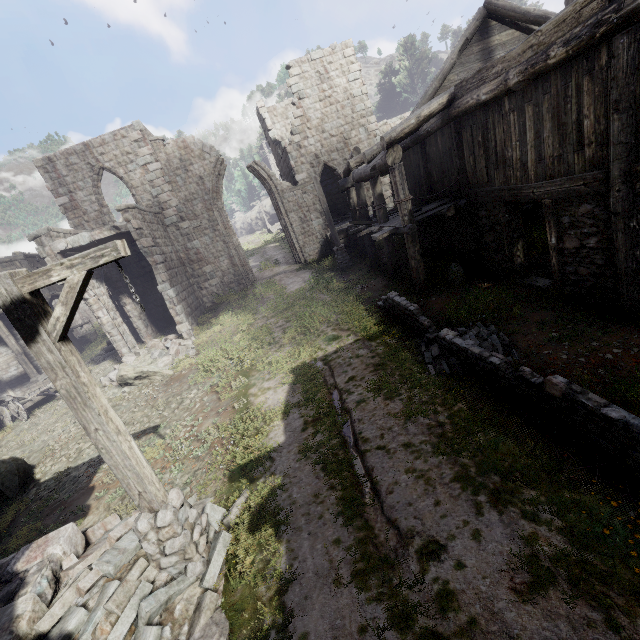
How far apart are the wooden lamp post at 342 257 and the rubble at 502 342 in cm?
872

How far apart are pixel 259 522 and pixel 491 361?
4.8m

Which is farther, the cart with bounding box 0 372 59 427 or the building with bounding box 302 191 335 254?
the building with bounding box 302 191 335 254

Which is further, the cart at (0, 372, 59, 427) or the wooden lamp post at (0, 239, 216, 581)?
the cart at (0, 372, 59, 427)

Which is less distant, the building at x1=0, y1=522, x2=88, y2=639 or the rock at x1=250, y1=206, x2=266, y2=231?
the building at x1=0, y1=522, x2=88, y2=639

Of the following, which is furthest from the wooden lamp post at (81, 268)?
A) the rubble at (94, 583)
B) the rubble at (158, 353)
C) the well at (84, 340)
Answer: the well at (84, 340)

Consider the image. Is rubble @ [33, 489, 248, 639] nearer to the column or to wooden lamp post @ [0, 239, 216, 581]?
wooden lamp post @ [0, 239, 216, 581]

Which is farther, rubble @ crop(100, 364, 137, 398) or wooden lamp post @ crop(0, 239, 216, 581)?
rubble @ crop(100, 364, 137, 398)
